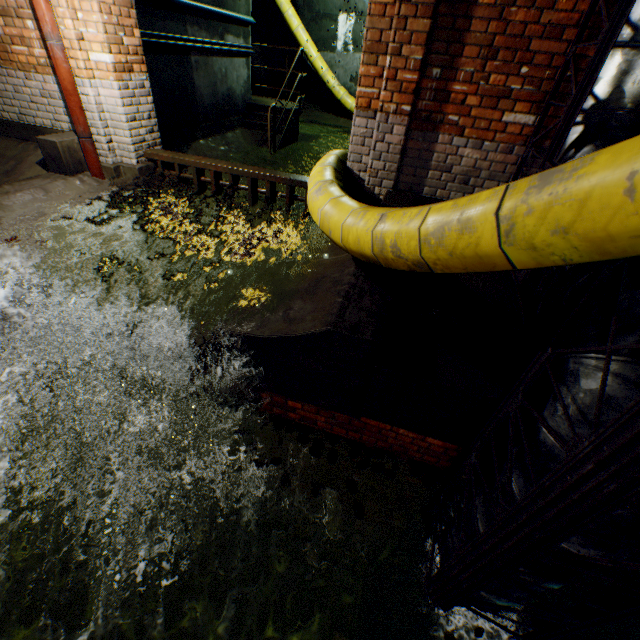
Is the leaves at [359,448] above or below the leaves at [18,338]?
below

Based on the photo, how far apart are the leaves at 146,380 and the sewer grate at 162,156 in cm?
268

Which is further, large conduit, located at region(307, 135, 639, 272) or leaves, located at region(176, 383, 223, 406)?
leaves, located at region(176, 383, 223, 406)

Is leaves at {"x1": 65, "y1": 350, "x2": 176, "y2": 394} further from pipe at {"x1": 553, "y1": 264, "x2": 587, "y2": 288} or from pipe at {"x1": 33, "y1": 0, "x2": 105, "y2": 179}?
pipe at {"x1": 33, "y1": 0, "x2": 105, "y2": 179}

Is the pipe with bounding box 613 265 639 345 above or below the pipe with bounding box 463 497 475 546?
above

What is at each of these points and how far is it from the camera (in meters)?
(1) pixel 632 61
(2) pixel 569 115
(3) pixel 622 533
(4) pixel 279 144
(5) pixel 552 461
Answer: (1) pipe, 1.95
(2) pipe frame, 2.11
(3) pipe, 1.42
(4) stairs, 7.74
(5) pipe, 1.57

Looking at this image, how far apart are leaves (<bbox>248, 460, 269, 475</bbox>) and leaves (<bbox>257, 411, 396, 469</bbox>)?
0.2m

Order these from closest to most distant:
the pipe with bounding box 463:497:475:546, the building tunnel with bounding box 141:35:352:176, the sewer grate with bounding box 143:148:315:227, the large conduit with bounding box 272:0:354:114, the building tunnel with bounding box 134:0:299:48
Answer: the pipe with bounding box 463:497:475:546
the sewer grate with bounding box 143:148:315:227
the building tunnel with bounding box 134:0:299:48
the building tunnel with bounding box 141:35:352:176
the large conduit with bounding box 272:0:354:114
